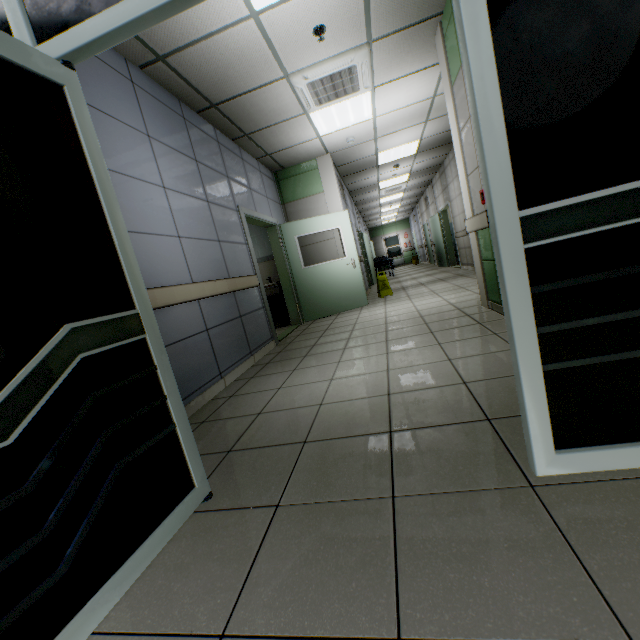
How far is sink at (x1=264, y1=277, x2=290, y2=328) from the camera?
6.80m

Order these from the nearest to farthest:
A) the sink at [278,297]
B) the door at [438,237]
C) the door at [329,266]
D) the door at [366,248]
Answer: the door at [329,266] < the sink at [278,297] < the door at [438,237] < the door at [366,248]

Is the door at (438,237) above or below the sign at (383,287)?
above

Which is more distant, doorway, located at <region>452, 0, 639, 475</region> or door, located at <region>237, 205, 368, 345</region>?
door, located at <region>237, 205, 368, 345</region>

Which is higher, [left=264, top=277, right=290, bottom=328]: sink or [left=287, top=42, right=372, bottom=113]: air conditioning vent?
[left=287, top=42, right=372, bottom=113]: air conditioning vent

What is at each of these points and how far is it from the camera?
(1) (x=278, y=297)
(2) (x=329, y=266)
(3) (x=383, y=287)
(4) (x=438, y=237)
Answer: (1) sink, 7.4m
(2) door, 6.6m
(3) sign, 7.7m
(4) door, 12.4m

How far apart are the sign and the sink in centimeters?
214cm

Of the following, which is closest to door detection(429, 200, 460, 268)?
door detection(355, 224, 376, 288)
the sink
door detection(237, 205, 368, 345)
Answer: door detection(355, 224, 376, 288)
